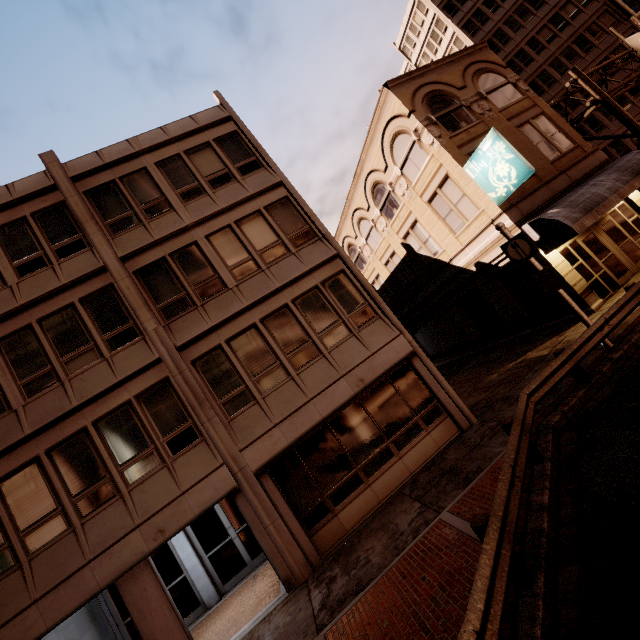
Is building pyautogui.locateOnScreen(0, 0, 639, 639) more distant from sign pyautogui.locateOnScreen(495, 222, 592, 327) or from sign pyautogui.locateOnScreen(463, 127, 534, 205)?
sign pyautogui.locateOnScreen(495, 222, 592, 327)

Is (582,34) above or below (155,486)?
above

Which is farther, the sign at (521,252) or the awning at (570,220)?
the awning at (570,220)

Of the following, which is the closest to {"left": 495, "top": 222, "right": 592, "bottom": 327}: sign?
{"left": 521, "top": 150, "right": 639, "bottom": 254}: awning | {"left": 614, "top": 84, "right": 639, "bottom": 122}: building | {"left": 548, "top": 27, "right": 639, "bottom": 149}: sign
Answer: {"left": 521, "top": 150, "right": 639, "bottom": 254}: awning

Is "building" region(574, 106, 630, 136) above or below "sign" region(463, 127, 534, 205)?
above

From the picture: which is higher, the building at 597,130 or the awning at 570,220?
the building at 597,130

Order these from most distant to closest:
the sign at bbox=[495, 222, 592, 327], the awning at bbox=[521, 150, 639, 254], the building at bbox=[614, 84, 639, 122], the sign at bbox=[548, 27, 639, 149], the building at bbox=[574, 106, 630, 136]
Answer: the building at bbox=[574, 106, 630, 136], the building at bbox=[614, 84, 639, 122], the sign at bbox=[548, 27, 639, 149], the awning at bbox=[521, 150, 639, 254], the sign at bbox=[495, 222, 592, 327]

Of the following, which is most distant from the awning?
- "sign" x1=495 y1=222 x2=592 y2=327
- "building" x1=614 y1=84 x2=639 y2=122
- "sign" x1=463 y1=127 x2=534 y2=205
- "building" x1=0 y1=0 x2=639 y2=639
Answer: "building" x1=614 y1=84 x2=639 y2=122
